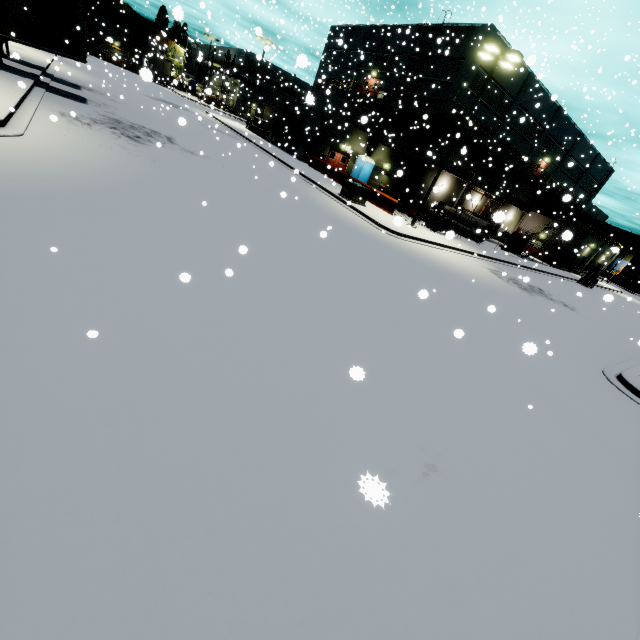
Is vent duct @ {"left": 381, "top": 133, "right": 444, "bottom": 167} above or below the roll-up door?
above

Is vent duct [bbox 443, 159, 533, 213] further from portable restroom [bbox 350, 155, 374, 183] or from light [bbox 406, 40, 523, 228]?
light [bbox 406, 40, 523, 228]

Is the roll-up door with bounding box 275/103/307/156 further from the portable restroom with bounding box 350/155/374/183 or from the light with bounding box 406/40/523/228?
the light with bounding box 406/40/523/228

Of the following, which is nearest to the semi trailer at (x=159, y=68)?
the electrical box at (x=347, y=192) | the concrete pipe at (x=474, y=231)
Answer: the electrical box at (x=347, y=192)

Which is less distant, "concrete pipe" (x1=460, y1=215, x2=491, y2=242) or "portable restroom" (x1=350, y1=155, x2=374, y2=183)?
"concrete pipe" (x1=460, y1=215, x2=491, y2=242)

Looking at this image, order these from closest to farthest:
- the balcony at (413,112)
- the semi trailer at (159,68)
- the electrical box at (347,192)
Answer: the semi trailer at (159,68), the electrical box at (347,192), the balcony at (413,112)

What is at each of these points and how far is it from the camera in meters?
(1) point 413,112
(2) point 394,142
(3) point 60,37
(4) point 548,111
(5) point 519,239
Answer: (1) balcony, 29.6
(2) vent duct, 31.6
(3) semi trailer, 14.9
(4) building, 34.9
(5) tarp, 31.0

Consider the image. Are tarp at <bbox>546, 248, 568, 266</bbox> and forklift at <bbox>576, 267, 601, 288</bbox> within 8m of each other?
yes
